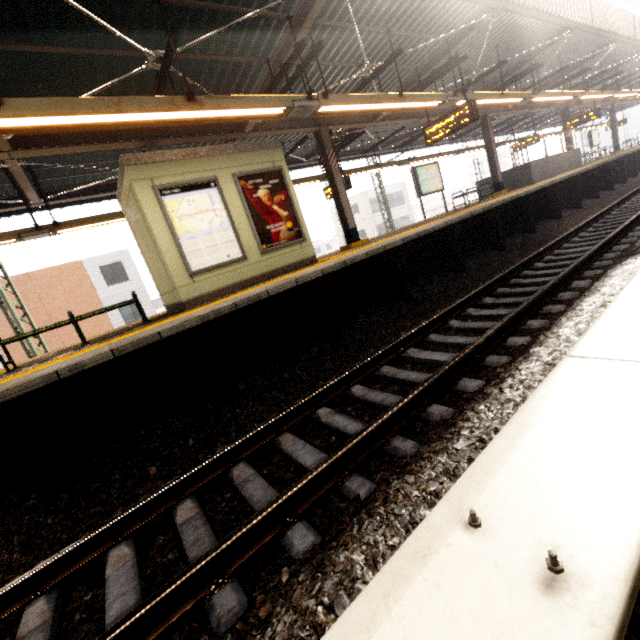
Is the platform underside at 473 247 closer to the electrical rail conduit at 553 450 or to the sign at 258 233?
the sign at 258 233

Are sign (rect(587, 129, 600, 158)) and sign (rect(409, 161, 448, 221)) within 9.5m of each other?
no

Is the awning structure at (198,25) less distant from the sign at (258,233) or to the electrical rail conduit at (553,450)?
the sign at (258,233)

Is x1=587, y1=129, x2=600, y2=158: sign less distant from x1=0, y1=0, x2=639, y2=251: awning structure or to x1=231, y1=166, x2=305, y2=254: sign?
x1=0, y1=0, x2=639, y2=251: awning structure

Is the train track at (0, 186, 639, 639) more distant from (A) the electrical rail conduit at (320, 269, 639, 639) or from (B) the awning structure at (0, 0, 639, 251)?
(B) the awning structure at (0, 0, 639, 251)

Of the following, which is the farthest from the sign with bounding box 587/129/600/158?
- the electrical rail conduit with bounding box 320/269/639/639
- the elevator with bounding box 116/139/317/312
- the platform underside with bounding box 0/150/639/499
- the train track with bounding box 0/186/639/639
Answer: the elevator with bounding box 116/139/317/312

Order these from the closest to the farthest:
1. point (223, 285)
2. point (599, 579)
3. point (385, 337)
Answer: point (599, 579), point (385, 337), point (223, 285)

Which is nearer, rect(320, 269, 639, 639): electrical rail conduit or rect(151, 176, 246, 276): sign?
rect(320, 269, 639, 639): electrical rail conduit
